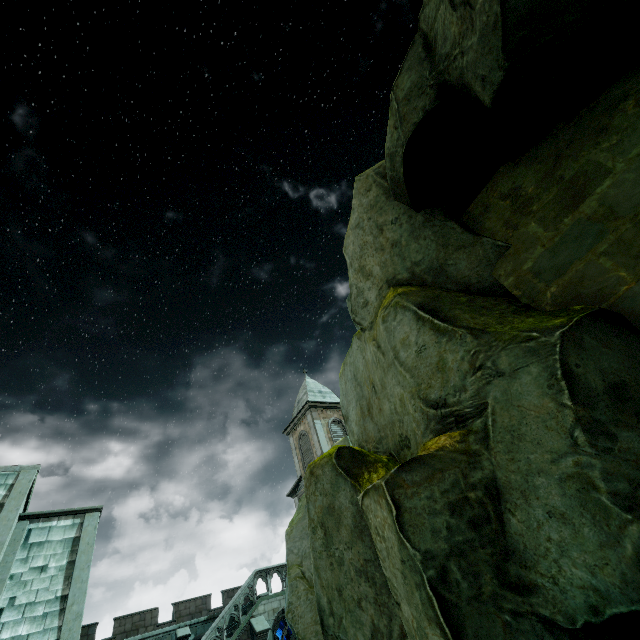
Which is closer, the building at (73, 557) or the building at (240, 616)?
the building at (73, 557)

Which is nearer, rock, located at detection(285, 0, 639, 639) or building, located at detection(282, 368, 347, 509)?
rock, located at detection(285, 0, 639, 639)

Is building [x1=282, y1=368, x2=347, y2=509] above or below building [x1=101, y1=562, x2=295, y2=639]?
above

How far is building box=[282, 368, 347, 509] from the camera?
28.3m

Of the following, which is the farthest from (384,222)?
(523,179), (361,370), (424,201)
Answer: (361,370)

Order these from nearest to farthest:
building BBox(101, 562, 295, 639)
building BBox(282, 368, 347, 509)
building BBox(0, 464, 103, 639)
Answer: building BBox(0, 464, 103, 639) → building BBox(101, 562, 295, 639) → building BBox(282, 368, 347, 509)

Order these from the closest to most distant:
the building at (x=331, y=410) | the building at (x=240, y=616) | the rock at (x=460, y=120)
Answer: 1. the rock at (x=460, y=120)
2. the building at (x=240, y=616)
3. the building at (x=331, y=410)

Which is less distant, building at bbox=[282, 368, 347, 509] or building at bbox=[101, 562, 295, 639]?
building at bbox=[101, 562, 295, 639]
